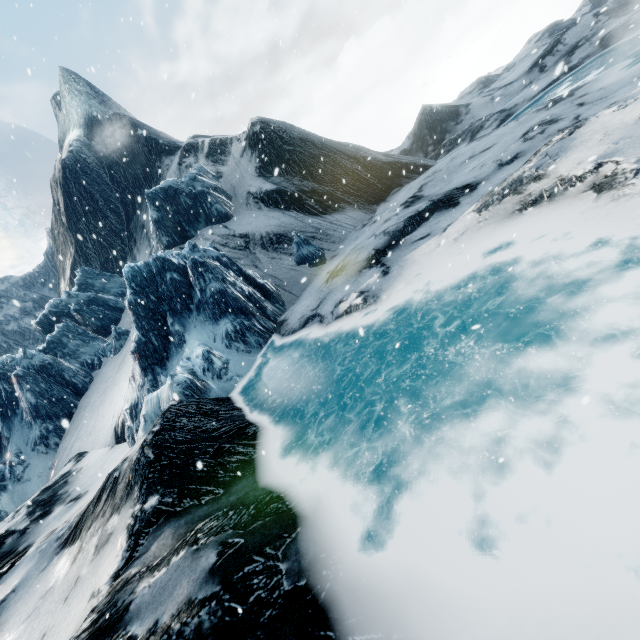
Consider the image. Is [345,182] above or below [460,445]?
above
